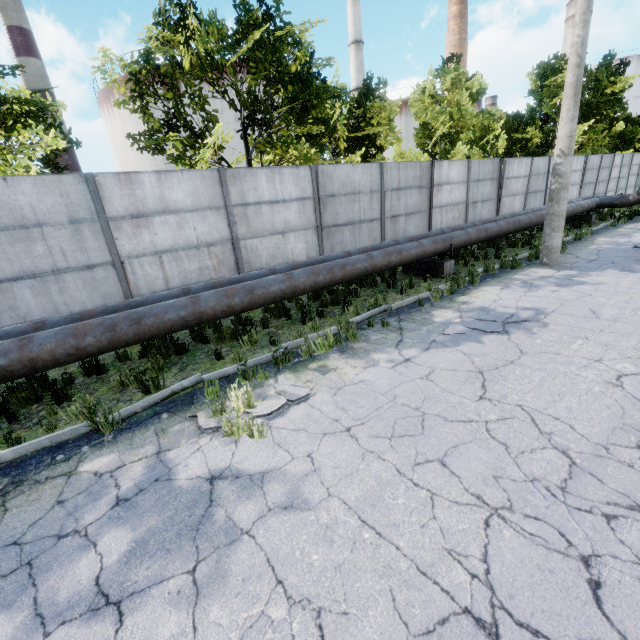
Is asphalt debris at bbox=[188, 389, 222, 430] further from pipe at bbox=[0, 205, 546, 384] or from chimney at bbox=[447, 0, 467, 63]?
chimney at bbox=[447, 0, 467, 63]

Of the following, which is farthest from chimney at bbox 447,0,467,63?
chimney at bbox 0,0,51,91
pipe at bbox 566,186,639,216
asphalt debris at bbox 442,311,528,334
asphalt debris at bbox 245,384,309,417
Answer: asphalt debris at bbox 245,384,309,417

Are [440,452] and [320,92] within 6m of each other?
no

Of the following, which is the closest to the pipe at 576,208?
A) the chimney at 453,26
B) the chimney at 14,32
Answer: the chimney at 453,26

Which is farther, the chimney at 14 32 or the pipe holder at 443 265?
the chimney at 14 32

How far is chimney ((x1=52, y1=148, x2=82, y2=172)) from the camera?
49.8 meters

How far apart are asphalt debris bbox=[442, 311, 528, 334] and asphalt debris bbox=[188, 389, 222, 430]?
3.0 meters

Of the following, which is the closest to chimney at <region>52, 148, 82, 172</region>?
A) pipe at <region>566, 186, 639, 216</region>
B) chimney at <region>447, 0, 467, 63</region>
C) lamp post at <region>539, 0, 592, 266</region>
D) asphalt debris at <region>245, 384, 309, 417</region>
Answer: pipe at <region>566, 186, 639, 216</region>
